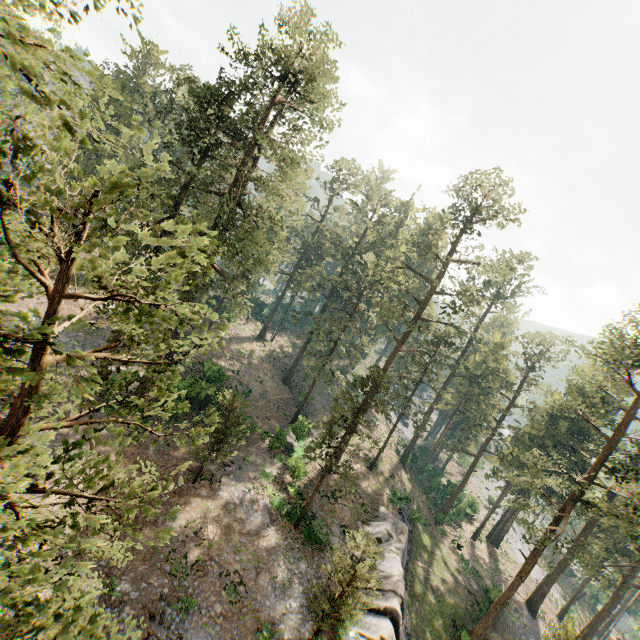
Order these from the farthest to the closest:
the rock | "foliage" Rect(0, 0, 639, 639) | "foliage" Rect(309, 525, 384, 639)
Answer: the rock < "foliage" Rect(309, 525, 384, 639) < "foliage" Rect(0, 0, 639, 639)

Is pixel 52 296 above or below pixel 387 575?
above

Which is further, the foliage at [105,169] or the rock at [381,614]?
the rock at [381,614]

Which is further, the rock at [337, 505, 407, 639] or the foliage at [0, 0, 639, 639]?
the rock at [337, 505, 407, 639]

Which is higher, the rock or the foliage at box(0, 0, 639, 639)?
the foliage at box(0, 0, 639, 639)

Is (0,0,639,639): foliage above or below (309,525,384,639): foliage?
above
